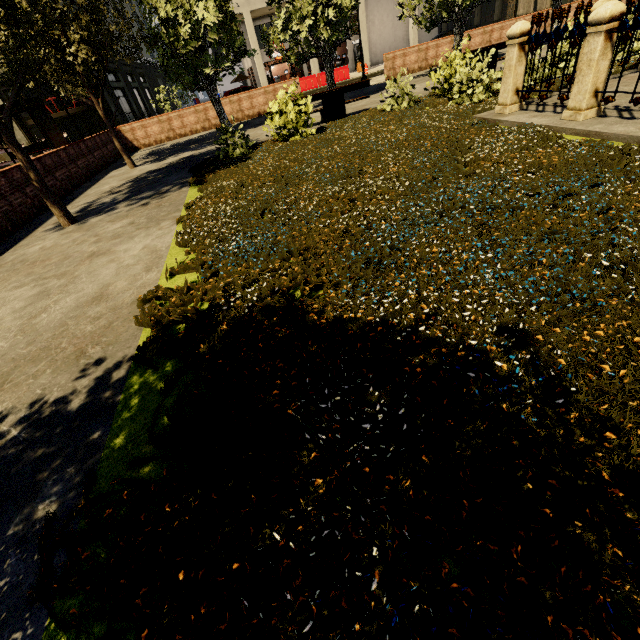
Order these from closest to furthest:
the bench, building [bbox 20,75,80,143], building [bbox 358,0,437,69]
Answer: the bench
building [bbox 20,75,80,143]
building [bbox 358,0,437,69]

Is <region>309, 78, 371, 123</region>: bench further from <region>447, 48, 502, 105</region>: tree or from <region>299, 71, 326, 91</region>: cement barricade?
<region>299, 71, 326, 91</region>: cement barricade

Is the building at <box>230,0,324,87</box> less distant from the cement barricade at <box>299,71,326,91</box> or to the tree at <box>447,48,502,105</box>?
the cement barricade at <box>299,71,326,91</box>

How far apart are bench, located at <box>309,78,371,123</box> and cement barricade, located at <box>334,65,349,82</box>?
19.0 meters

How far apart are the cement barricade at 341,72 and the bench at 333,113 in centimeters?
1901cm

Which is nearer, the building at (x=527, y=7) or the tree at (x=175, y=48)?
the tree at (x=175, y=48)

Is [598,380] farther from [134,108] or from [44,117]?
[134,108]
